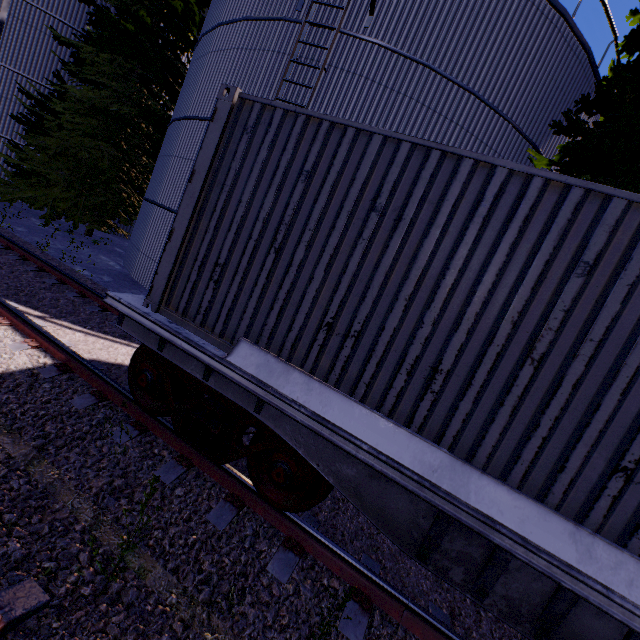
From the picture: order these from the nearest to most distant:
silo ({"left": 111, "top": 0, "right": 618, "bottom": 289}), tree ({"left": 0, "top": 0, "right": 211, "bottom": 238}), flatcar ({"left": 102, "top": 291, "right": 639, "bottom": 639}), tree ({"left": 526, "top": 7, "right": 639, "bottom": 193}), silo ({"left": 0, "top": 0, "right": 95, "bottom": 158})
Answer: flatcar ({"left": 102, "top": 291, "right": 639, "bottom": 639}), tree ({"left": 526, "top": 7, "right": 639, "bottom": 193}), silo ({"left": 111, "top": 0, "right": 618, "bottom": 289}), tree ({"left": 0, "top": 0, "right": 211, "bottom": 238}), silo ({"left": 0, "top": 0, "right": 95, "bottom": 158})

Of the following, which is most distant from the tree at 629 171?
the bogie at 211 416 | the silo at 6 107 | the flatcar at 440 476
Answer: the bogie at 211 416

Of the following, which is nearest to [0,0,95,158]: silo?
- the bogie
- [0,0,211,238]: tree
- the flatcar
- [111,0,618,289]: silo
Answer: [0,0,211,238]: tree

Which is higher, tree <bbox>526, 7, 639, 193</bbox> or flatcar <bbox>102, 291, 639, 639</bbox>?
tree <bbox>526, 7, 639, 193</bbox>

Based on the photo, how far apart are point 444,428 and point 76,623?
2.95m

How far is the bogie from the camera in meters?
3.2

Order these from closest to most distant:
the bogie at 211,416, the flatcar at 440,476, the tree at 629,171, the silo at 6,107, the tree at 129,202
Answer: the flatcar at 440,476 < the bogie at 211,416 < the tree at 629,171 < the tree at 129,202 < the silo at 6,107
